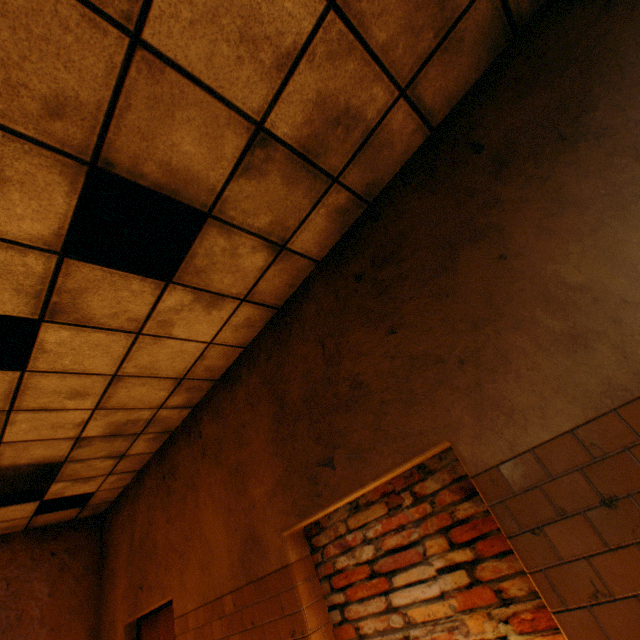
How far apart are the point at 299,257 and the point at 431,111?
1.44m
